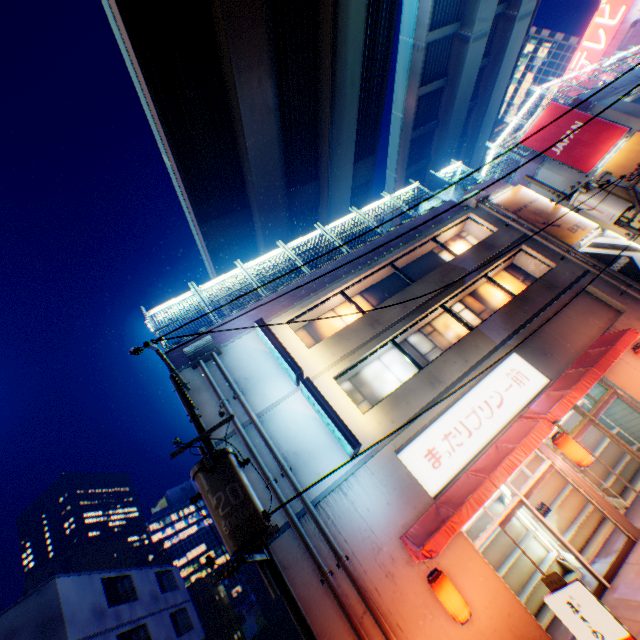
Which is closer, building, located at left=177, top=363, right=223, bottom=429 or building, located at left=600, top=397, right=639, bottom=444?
building, located at left=177, top=363, right=223, bottom=429

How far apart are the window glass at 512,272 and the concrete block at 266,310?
3.4 meters

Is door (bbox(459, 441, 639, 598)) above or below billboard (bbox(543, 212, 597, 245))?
below

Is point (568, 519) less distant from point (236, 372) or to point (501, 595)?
point (501, 595)

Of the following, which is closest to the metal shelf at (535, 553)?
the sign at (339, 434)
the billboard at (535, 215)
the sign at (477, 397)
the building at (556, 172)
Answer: the sign at (477, 397)

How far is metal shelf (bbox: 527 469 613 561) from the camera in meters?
9.5

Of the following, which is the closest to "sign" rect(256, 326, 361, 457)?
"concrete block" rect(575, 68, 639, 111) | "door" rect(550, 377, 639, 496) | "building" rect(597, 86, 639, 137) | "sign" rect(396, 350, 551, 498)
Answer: "sign" rect(396, 350, 551, 498)

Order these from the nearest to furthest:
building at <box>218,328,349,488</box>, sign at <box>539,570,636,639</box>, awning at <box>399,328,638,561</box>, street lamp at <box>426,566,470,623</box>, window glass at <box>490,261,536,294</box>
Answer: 1. sign at <box>539,570,636,639</box>
2. street lamp at <box>426,566,470,623</box>
3. awning at <box>399,328,638,561</box>
4. building at <box>218,328,349,488</box>
5. window glass at <box>490,261,536,294</box>
